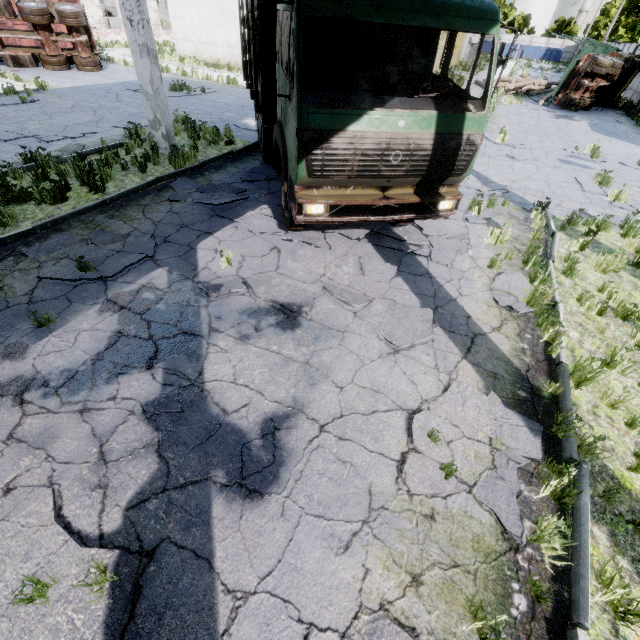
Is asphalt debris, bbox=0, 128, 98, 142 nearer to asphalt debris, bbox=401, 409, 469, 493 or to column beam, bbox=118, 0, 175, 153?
column beam, bbox=118, 0, 175, 153

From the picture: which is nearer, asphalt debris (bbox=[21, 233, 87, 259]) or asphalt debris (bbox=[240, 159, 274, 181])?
asphalt debris (bbox=[21, 233, 87, 259])

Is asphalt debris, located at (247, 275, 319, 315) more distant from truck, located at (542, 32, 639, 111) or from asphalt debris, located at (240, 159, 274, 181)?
truck, located at (542, 32, 639, 111)

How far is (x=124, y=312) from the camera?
4.68m

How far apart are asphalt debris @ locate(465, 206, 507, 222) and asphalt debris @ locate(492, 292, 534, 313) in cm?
210

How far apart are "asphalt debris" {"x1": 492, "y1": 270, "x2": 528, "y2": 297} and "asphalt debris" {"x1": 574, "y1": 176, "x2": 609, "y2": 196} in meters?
6.2

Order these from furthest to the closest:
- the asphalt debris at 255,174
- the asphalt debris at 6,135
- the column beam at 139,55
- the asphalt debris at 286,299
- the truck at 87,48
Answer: the truck at 87,48, the asphalt debris at 6,135, the asphalt debris at 255,174, the column beam at 139,55, the asphalt debris at 286,299

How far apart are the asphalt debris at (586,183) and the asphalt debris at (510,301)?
6.2m
